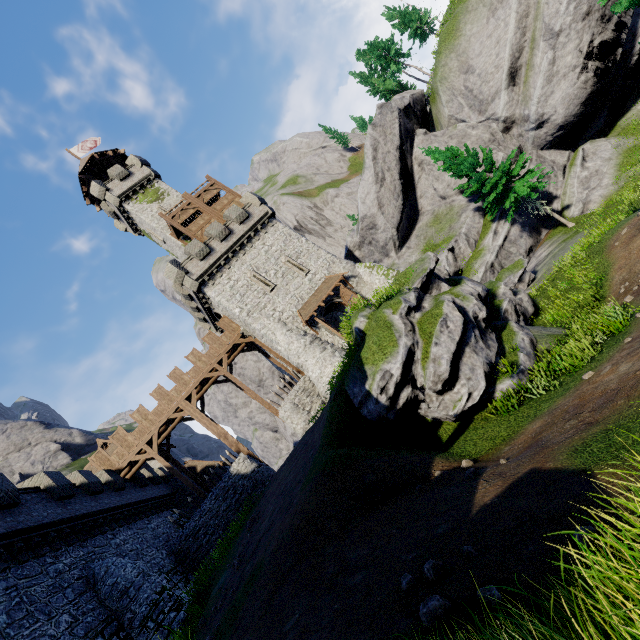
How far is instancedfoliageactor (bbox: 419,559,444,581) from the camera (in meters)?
4.27

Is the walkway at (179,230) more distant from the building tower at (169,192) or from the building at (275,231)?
the building tower at (169,192)

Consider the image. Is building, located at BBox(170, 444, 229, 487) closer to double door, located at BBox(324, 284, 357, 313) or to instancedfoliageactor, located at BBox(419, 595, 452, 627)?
double door, located at BBox(324, 284, 357, 313)

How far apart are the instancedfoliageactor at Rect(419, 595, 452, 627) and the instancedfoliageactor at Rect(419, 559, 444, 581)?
0.5m

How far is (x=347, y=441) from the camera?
11.7 meters

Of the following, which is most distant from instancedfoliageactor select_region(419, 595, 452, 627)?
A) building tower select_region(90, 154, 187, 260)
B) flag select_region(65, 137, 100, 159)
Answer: flag select_region(65, 137, 100, 159)

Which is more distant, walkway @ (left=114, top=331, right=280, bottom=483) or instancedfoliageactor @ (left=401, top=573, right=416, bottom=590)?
walkway @ (left=114, top=331, right=280, bottom=483)

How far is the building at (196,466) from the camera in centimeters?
3334cm
